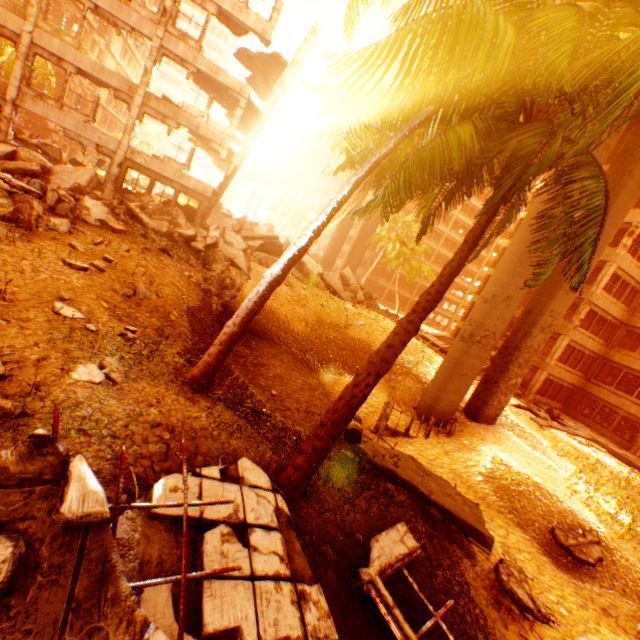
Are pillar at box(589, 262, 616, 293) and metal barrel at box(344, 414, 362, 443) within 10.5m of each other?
no

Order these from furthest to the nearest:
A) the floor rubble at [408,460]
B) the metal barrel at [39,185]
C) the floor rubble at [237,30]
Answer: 1. the floor rubble at [237,30]
2. the metal barrel at [39,185]
3. the floor rubble at [408,460]

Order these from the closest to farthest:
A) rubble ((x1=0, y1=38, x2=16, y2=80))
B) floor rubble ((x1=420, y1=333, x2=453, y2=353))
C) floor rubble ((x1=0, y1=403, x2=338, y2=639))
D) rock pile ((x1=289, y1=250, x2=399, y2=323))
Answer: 1. floor rubble ((x1=0, y1=403, x2=338, y2=639))
2. rock pile ((x1=289, y1=250, x2=399, y2=323))
3. rubble ((x1=0, y1=38, x2=16, y2=80))
4. floor rubble ((x1=420, y1=333, x2=453, y2=353))

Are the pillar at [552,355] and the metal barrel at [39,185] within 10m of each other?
no

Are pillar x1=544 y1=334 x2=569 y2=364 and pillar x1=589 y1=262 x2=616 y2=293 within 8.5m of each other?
yes

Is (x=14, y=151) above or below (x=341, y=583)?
above

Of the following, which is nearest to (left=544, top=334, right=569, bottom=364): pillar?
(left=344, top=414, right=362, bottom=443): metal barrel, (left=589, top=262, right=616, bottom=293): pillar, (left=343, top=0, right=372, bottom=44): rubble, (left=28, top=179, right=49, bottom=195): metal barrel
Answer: (left=589, top=262, right=616, bottom=293): pillar

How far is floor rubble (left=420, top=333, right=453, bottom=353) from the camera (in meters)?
28.56
